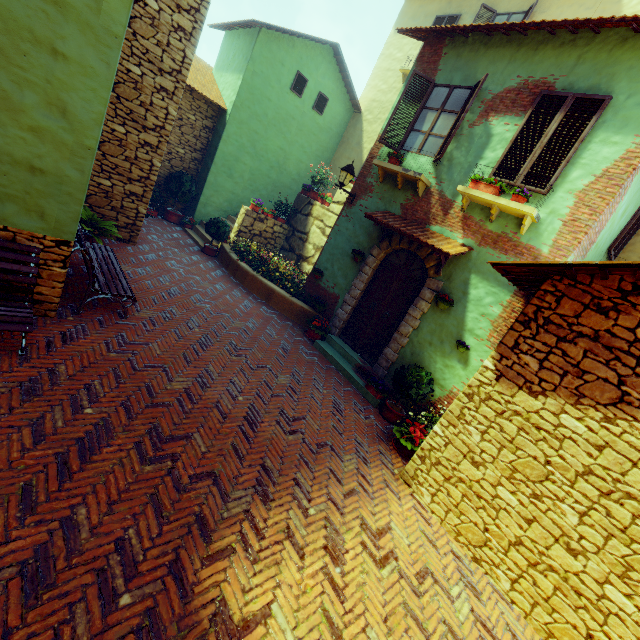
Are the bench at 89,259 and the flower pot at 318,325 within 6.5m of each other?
yes

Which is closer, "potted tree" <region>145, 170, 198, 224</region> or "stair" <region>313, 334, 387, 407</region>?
"stair" <region>313, 334, 387, 407</region>

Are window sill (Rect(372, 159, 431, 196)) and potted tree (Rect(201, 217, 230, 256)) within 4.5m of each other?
no

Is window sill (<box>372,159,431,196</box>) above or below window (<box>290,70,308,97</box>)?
below

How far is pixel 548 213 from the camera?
5.7m

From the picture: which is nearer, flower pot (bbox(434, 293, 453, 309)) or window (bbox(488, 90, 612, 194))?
window (bbox(488, 90, 612, 194))

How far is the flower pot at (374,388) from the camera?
6.9 meters

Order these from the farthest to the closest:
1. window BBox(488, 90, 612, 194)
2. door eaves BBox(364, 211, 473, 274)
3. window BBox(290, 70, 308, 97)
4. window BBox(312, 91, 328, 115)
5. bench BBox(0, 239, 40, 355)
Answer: window BBox(312, 91, 328, 115) → window BBox(290, 70, 308, 97) → door eaves BBox(364, 211, 473, 274) → window BBox(488, 90, 612, 194) → bench BBox(0, 239, 40, 355)
